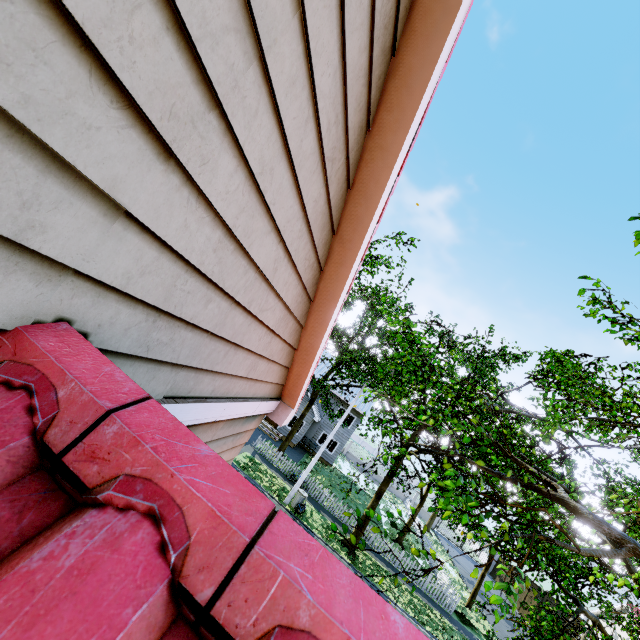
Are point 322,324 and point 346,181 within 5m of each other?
yes
